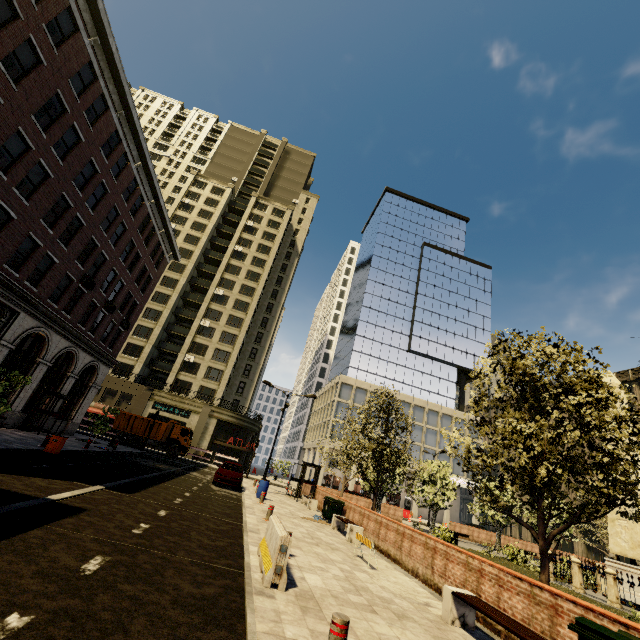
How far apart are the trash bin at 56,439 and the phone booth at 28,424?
8.0 meters

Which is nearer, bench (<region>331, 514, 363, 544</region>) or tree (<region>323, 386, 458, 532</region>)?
bench (<region>331, 514, 363, 544</region>)

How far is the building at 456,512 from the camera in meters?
46.6

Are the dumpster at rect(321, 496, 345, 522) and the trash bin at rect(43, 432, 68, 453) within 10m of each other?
no

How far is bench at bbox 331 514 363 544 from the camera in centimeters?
1296cm

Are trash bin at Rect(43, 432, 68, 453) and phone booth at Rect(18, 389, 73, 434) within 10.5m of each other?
yes

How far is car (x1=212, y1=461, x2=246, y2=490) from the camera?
19.7m

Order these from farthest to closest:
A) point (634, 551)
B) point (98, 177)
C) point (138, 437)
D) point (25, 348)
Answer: point (138, 437)
point (25, 348)
point (98, 177)
point (634, 551)
